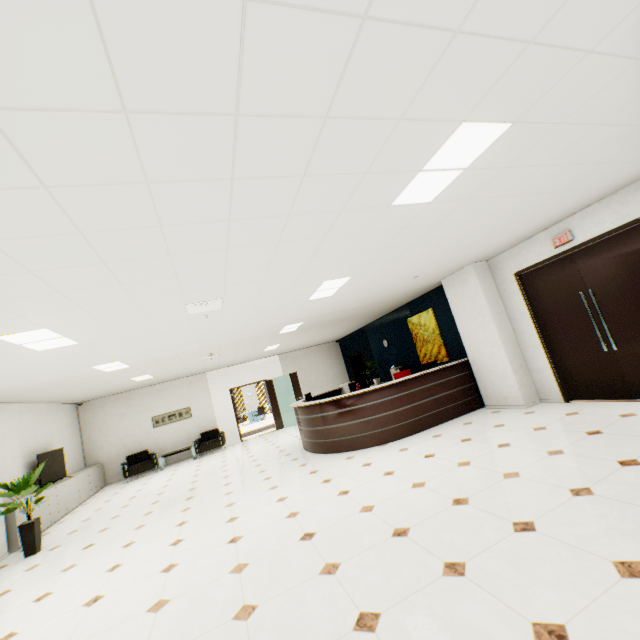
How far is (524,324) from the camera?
6.2 meters

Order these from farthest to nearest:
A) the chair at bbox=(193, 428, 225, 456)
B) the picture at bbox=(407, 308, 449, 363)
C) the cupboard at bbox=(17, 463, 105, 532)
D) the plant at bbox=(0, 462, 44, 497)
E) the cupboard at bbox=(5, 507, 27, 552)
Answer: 1. the chair at bbox=(193, 428, 225, 456)
2. the picture at bbox=(407, 308, 449, 363)
3. the cupboard at bbox=(17, 463, 105, 532)
4. the cupboard at bbox=(5, 507, 27, 552)
5. the plant at bbox=(0, 462, 44, 497)

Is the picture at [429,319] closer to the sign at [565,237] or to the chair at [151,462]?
the sign at [565,237]

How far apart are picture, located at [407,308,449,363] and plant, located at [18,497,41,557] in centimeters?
885cm

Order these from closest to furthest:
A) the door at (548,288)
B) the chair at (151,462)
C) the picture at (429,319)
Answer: the door at (548,288), the picture at (429,319), the chair at (151,462)

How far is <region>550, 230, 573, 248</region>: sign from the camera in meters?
5.2 m

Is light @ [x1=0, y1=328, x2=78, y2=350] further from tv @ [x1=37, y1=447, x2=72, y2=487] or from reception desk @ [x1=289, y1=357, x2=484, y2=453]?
tv @ [x1=37, y1=447, x2=72, y2=487]

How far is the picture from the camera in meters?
8.5
